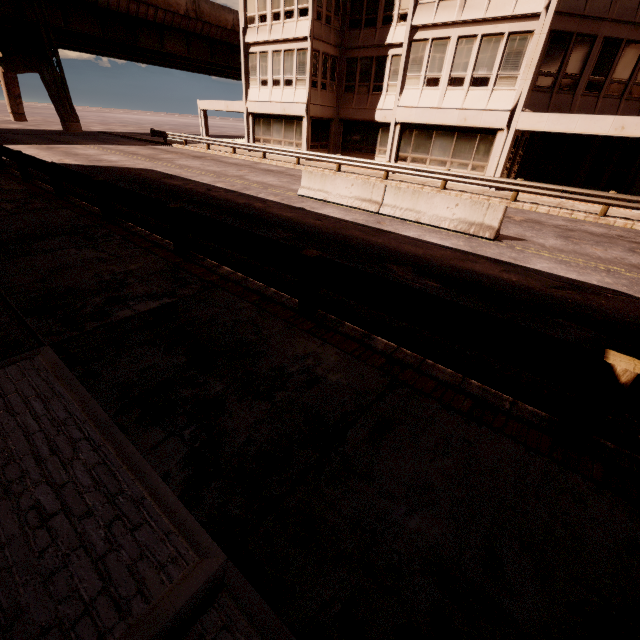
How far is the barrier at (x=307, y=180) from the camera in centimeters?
985cm

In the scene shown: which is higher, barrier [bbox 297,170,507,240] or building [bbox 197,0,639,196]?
building [bbox 197,0,639,196]

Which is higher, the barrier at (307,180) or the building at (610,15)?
the building at (610,15)

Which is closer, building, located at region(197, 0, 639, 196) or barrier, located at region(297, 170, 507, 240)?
barrier, located at region(297, 170, 507, 240)

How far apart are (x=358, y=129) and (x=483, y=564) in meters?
29.1 m

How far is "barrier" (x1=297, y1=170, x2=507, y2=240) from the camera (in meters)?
9.85
